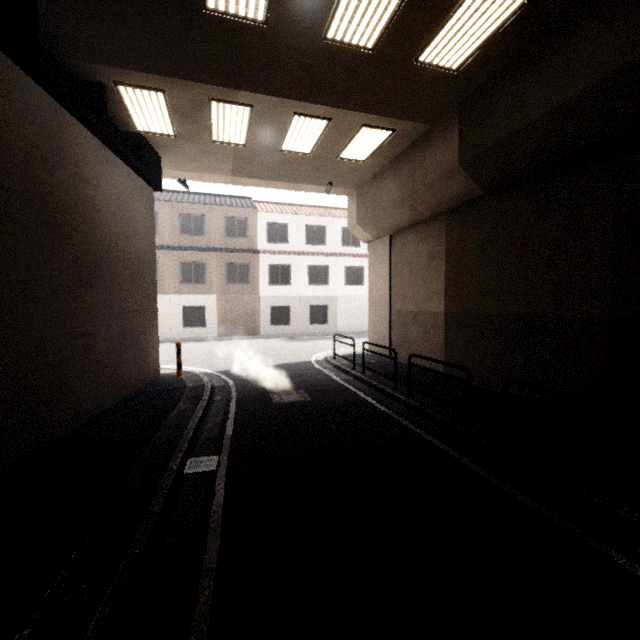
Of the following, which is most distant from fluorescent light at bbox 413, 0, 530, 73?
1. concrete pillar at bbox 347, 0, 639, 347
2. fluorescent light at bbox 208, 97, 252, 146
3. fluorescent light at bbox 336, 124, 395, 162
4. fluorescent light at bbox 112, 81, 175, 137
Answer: fluorescent light at bbox 112, 81, 175, 137

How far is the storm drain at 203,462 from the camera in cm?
462

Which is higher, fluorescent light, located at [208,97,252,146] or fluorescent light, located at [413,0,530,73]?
fluorescent light, located at [208,97,252,146]

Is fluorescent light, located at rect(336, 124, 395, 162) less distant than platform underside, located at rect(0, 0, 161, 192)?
No

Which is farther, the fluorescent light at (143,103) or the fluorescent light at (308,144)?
the fluorescent light at (308,144)

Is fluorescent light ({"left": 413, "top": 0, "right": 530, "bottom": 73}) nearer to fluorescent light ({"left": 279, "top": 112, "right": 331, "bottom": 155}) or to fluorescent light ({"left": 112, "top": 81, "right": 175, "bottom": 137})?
fluorescent light ({"left": 279, "top": 112, "right": 331, "bottom": 155})

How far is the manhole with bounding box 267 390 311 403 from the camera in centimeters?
787cm

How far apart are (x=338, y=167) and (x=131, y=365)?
9.0m
